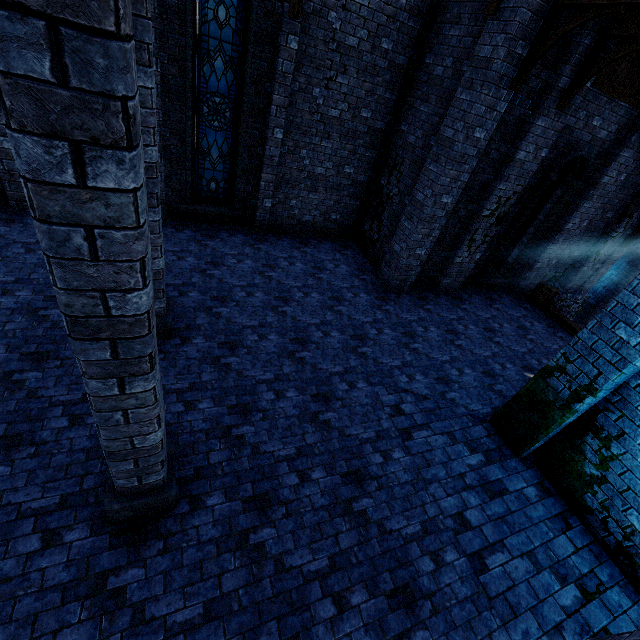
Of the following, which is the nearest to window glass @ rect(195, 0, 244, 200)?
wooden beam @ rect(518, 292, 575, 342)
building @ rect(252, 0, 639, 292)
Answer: building @ rect(252, 0, 639, 292)

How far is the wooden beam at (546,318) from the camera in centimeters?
1053cm

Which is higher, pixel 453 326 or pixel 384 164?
pixel 384 164

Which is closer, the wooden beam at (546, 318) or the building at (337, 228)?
the building at (337, 228)

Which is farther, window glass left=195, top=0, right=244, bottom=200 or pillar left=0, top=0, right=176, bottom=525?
window glass left=195, top=0, right=244, bottom=200

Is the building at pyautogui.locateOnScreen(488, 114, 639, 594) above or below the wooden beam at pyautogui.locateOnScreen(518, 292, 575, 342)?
above

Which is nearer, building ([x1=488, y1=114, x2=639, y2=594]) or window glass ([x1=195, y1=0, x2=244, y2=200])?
building ([x1=488, y1=114, x2=639, y2=594])

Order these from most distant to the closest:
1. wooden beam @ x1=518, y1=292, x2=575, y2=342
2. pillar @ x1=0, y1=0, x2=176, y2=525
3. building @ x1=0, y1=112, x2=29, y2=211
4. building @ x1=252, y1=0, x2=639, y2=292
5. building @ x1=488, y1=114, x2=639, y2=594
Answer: wooden beam @ x1=518, y1=292, x2=575, y2=342, building @ x1=0, y1=112, x2=29, y2=211, building @ x1=252, y1=0, x2=639, y2=292, building @ x1=488, y1=114, x2=639, y2=594, pillar @ x1=0, y1=0, x2=176, y2=525
